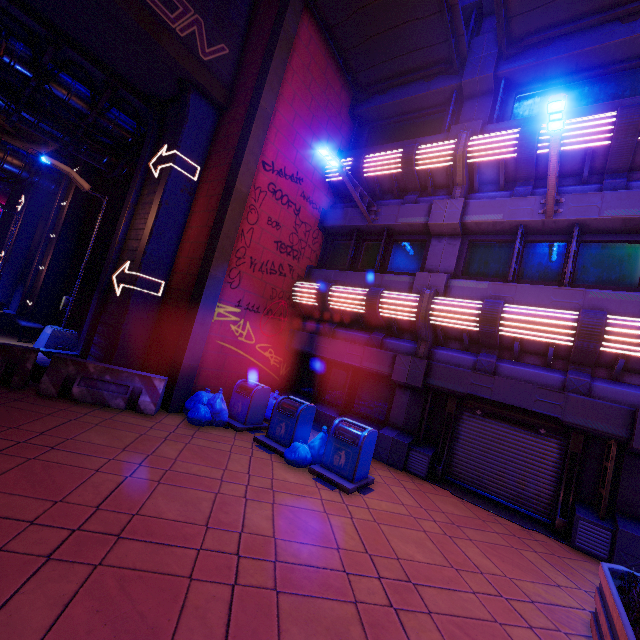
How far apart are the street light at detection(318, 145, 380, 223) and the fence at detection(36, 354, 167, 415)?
6.97m

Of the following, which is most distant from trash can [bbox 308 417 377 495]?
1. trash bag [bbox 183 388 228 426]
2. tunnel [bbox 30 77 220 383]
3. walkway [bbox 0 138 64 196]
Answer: walkway [bbox 0 138 64 196]

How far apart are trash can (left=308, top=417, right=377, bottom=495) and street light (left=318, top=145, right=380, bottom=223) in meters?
6.5

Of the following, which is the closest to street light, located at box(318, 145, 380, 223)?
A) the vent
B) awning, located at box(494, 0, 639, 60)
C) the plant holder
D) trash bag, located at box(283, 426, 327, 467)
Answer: awning, located at box(494, 0, 639, 60)

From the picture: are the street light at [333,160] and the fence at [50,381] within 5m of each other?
no

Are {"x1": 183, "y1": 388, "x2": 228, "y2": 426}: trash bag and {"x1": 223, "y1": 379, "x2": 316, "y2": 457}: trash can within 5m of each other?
yes

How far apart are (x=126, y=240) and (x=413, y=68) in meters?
11.3

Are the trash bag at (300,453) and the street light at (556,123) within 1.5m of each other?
no
